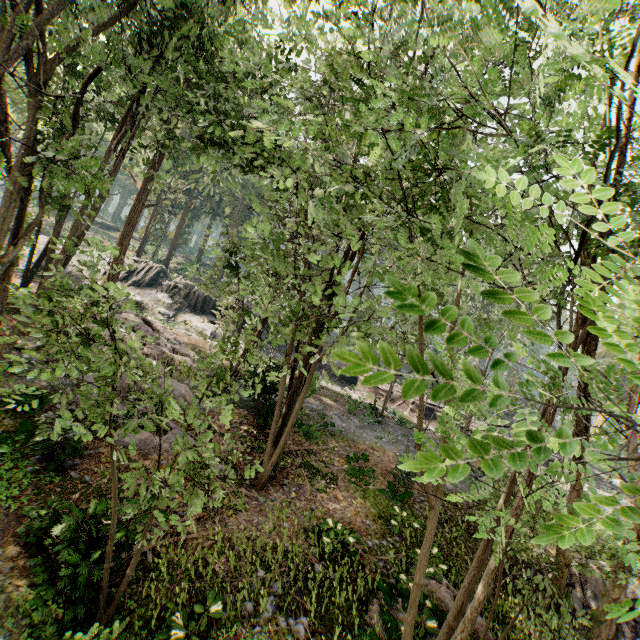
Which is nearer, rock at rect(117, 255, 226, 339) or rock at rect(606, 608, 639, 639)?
rock at rect(606, 608, 639, 639)

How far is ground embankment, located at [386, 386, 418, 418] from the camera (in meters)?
32.27

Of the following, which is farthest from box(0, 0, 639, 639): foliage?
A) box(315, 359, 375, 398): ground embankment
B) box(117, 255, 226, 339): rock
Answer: box(117, 255, 226, 339): rock

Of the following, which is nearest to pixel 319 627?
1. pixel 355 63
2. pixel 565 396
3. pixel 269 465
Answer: pixel 269 465

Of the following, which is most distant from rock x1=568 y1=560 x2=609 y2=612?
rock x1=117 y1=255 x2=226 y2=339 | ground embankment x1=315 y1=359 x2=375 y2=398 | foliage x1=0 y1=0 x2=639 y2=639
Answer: rock x1=117 y1=255 x2=226 y2=339

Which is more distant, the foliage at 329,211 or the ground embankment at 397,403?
the ground embankment at 397,403

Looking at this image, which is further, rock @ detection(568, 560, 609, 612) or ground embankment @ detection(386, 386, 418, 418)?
ground embankment @ detection(386, 386, 418, 418)

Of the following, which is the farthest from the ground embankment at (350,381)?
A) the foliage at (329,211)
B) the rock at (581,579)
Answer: the rock at (581,579)
